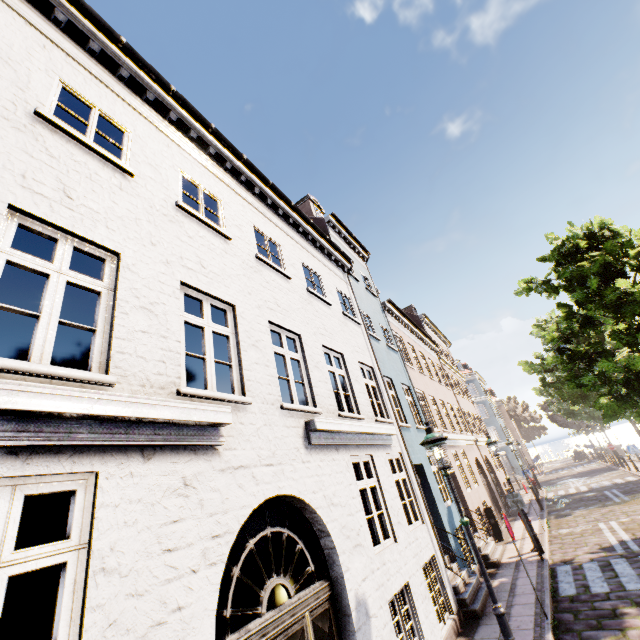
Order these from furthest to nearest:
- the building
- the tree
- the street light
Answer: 1. the tree
2. the street light
3. the building

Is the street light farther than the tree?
No

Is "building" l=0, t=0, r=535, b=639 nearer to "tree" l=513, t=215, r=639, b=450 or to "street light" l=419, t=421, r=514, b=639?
"tree" l=513, t=215, r=639, b=450

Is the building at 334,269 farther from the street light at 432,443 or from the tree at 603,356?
the street light at 432,443

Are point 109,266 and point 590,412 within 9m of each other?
no

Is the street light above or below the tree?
below

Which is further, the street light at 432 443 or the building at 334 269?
the street light at 432 443

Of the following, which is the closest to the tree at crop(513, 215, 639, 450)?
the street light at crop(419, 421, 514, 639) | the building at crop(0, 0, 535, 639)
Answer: the building at crop(0, 0, 535, 639)
